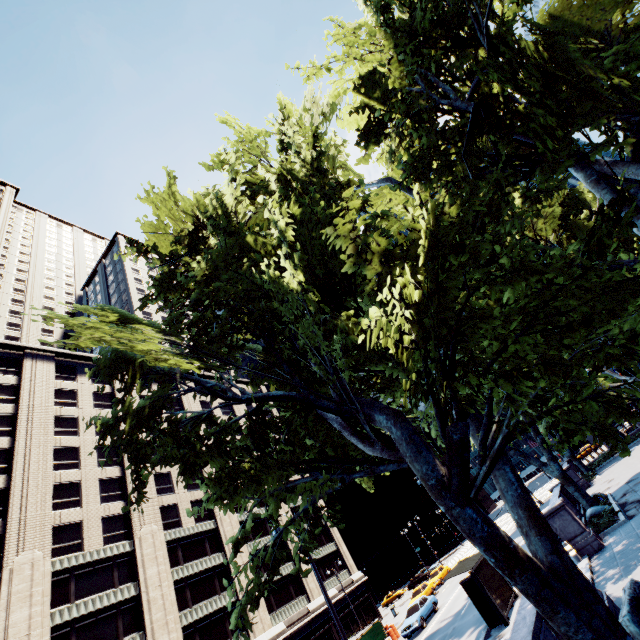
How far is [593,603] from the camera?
5.79m

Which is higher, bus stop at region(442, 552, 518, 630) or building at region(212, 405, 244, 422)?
building at region(212, 405, 244, 422)

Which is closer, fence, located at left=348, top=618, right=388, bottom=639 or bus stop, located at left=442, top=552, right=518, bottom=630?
bus stop, located at left=442, top=552, right=518, bottom=630

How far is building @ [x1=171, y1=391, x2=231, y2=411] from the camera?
50.9m

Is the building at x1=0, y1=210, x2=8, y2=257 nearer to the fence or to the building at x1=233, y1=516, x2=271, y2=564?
the building at x1=233, y1=516, x2=271, y2=564

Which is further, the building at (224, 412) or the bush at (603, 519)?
the building at (224, 412)

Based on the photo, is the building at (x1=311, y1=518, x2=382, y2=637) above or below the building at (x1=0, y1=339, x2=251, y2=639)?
below

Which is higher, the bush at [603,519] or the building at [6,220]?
the building at [6,220]
